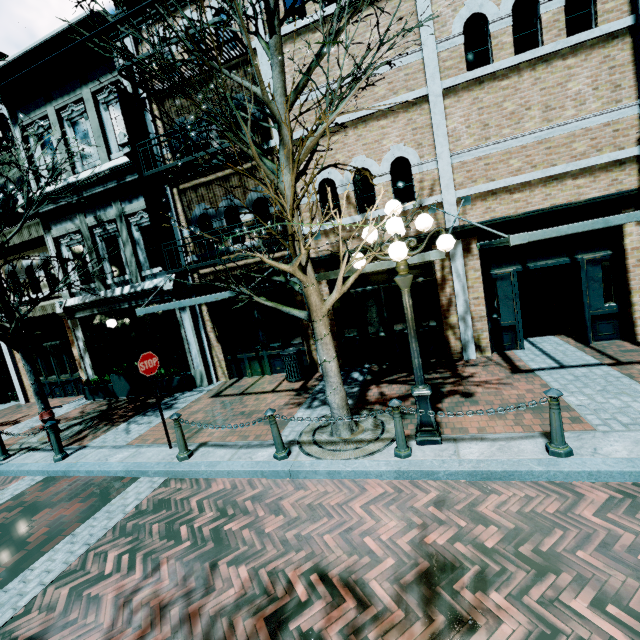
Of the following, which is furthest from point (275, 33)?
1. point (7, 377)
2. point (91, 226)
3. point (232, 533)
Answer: point (7, 377)

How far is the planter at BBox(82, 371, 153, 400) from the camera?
10.8 meters

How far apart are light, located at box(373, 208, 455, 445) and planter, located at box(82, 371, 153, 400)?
9.2m

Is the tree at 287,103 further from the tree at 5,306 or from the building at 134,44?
the building at 134,44

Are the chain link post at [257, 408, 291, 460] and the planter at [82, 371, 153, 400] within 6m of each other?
no

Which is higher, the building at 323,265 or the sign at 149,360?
the building at 323,265

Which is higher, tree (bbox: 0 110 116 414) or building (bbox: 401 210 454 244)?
building (bbox: 401 210 454 244)

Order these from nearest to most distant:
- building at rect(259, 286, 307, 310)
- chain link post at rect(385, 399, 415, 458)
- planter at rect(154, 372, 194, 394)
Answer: chain link post at rect(385, 399, 415, 458), building at rect(259, 286, 307, 310), planter at rect(154, 372, 194, 394)
